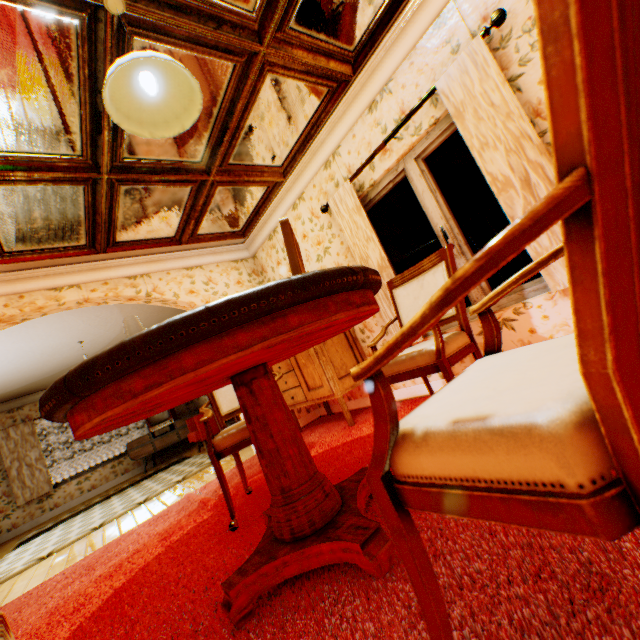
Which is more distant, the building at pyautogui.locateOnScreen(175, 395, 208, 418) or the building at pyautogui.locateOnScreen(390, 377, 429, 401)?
the building at pyautogui.locateOnScreen(175, 395, 208, 418)

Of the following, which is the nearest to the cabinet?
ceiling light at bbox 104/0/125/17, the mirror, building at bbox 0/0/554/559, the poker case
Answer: building at bbox 0/0/554/559

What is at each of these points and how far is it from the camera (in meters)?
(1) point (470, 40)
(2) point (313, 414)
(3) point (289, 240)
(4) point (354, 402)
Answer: (1) building, 2.43
(2) building, 5.20
(3) poker case, 1.47
(4) building, 4.54

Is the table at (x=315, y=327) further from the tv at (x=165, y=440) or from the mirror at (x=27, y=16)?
the tv at (x=165, y=440)

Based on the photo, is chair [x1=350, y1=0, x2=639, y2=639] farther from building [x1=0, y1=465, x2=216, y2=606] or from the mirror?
the mirror

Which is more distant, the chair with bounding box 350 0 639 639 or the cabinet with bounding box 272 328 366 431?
the cabinet with bounding box 272 328 366 431

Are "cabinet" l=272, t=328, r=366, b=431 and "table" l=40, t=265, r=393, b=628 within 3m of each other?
yes

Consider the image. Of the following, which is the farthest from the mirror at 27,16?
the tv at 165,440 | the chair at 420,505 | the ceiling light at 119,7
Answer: the tv at 165,440
